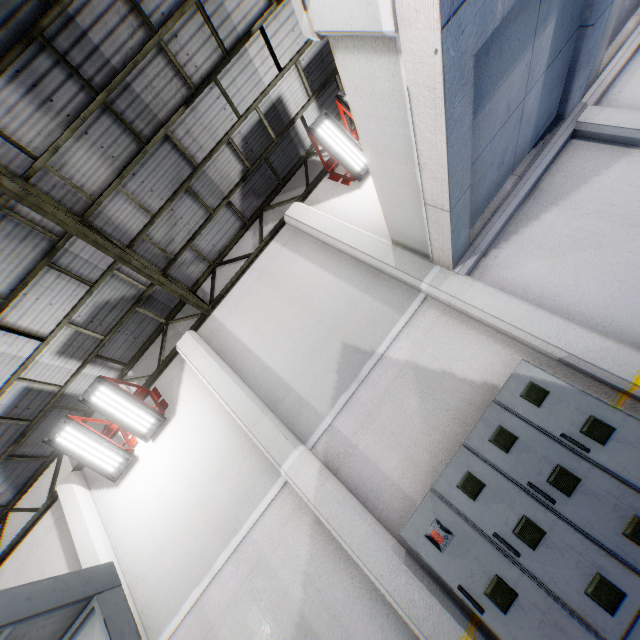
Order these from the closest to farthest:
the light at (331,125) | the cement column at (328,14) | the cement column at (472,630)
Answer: the cement column at (328,14), the cement column at (472,630), the light at (331,125)

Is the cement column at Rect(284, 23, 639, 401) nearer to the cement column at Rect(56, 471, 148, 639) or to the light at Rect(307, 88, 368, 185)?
the light at Rect(307, 88, 368, 185)

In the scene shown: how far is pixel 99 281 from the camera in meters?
6.6 m

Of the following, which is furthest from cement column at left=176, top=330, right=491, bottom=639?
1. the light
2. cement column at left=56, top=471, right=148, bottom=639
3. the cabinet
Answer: the light

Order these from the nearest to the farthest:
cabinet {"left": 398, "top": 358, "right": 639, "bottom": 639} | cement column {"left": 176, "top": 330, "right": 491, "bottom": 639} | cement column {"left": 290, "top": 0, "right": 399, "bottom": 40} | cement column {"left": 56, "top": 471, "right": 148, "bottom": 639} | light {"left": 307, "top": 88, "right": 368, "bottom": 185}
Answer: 1. cement column {"left": 290, "top": 0, "right": 399, "bottom": 40}
2. cabinet {"left": 398, "top": 358, "right": 639, "bottom": 639}
3. cement column {"left": 176, "top": 330, "right": 491, "bottom": 639}
4. cement column {"left": 56, "top": 471, "right": 148, "bottom": 639}
5. light {"left": 307, "top": 88, "right": 368, "bottom": 185}

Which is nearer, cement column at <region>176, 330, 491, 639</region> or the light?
cement column at <region>176, 330, 491, 639</region>

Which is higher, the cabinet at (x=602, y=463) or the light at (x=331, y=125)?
the light at (x=331, y=125)

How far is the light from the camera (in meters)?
7.09
